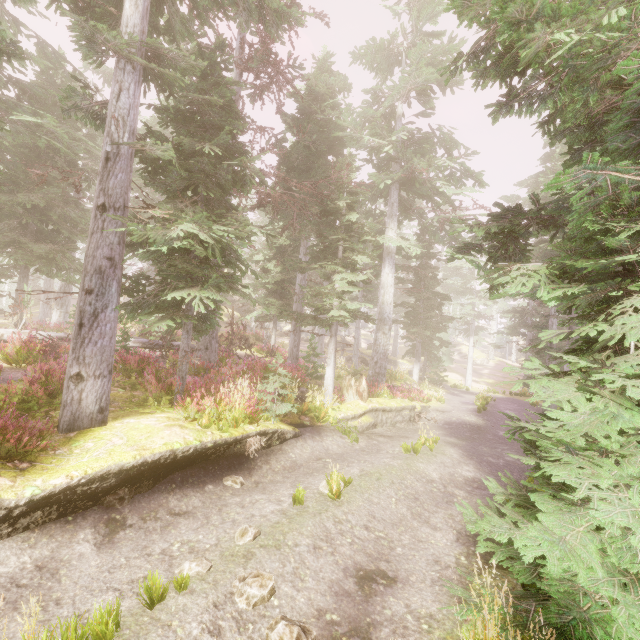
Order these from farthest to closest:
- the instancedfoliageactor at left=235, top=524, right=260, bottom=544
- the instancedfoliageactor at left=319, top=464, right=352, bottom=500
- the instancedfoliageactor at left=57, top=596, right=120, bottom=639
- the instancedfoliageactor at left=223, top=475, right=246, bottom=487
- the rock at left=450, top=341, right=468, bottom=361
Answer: the rock at left=450, top=341, right=468, bottom=361 < the instancedfoliageactor at left=223, top=475, right=246, bottom=487 < the instancedfoliageactor at left=319, top=464, right=352, bottom=500 < the instancedfoliageactor at left=235, top=524, right=260, bottom=544 < the instancedfoliageactor at left=57, top=596, right=120, bottom=639

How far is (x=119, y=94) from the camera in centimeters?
732cm

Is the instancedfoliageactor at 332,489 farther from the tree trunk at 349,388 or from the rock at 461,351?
the tree trunk at 349,388

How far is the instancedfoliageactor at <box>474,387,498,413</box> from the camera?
17.75m

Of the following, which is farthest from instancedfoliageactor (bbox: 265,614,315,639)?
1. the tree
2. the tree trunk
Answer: the tree trunk

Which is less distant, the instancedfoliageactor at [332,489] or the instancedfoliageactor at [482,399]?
the instancedfoliageactor at [332,489]

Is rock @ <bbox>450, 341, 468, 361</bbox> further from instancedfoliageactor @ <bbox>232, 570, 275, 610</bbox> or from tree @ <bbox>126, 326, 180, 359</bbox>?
tree @ <bbox>126, 326, 180, 359</bbox>
